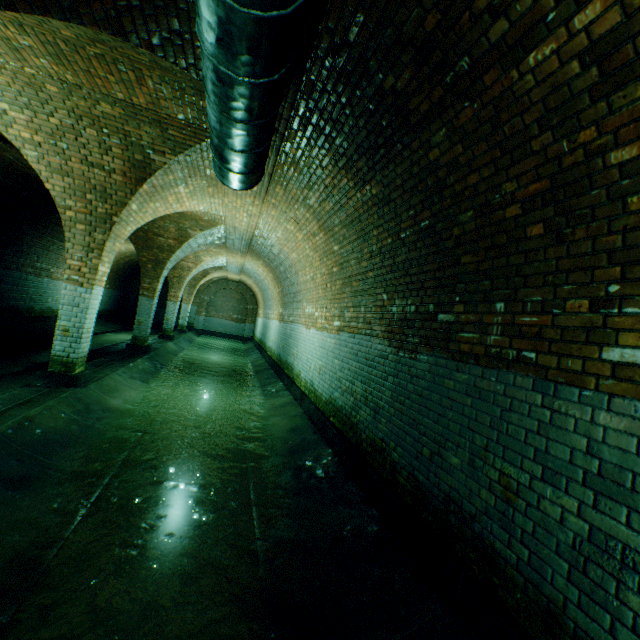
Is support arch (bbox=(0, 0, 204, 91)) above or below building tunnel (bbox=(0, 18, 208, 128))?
below

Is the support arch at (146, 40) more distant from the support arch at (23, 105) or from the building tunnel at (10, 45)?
the support arch at (23, 105)

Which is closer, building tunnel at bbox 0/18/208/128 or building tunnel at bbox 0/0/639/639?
building tunnel at bbox 0/0/639/639

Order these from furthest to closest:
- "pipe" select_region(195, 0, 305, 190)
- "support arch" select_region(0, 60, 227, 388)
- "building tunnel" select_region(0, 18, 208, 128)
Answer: "support arch" select_region(0, 60, 227, 388)
"building tunnel" select_region(0, 18, 208, 128)
"pipe" select_region(195, 0, 305, 190)

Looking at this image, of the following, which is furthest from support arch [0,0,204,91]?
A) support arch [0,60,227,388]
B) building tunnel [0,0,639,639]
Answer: support arch [0,60,227,388]

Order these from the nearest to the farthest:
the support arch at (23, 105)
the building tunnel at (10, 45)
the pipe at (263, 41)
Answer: the pipe at (263, 41), the building tunnel at (10, 45), the support arch at (23, 105)

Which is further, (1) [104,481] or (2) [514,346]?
(1) [104,481]

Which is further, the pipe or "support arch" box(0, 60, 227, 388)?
"support arch" box(0, 60, 227, 388)
